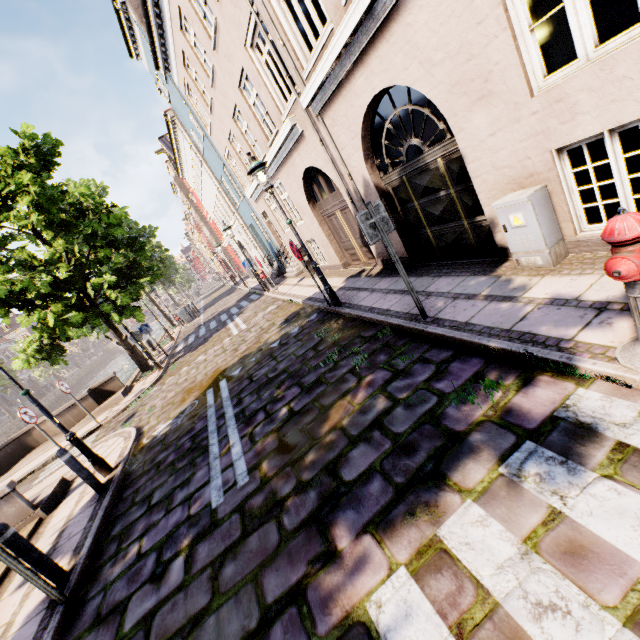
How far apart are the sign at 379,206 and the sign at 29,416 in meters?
9.8 m

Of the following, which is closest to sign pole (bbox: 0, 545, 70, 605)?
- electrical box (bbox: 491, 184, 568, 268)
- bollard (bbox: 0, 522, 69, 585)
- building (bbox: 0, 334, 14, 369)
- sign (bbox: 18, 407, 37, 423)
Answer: bollard (bbox: 0, 522, 69, 585)

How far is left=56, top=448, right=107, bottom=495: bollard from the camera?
5.64m

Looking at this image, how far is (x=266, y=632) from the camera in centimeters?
241cm

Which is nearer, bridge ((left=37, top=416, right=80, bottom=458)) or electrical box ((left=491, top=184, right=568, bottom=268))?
electrical box ((left=491, top=184, right=568, bottom=268))

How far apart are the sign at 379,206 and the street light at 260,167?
3.1 meters

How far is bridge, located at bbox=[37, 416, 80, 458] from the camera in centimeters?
1025cm

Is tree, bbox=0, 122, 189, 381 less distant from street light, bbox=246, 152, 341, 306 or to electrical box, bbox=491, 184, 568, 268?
street light, bbox=246, 152, 341, 306
